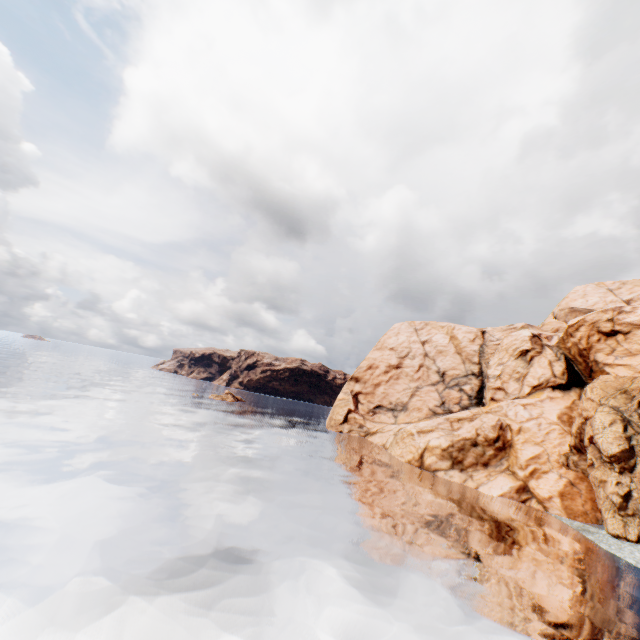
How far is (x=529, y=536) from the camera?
24.09m
